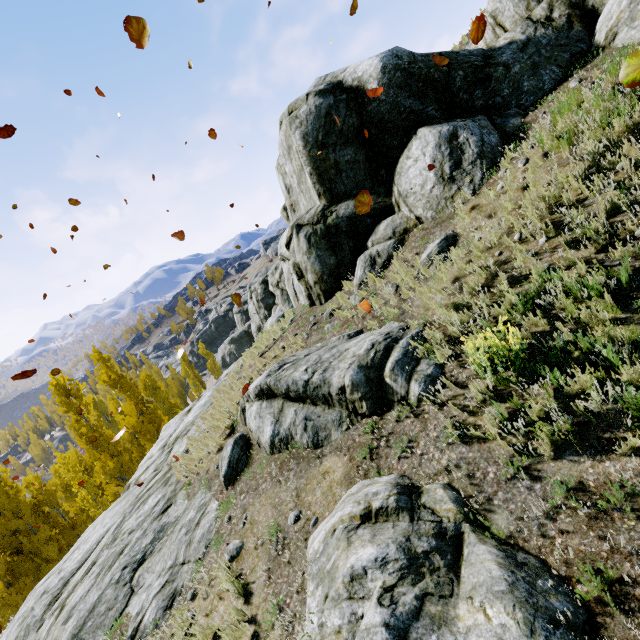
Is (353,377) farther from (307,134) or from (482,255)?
(307,134)

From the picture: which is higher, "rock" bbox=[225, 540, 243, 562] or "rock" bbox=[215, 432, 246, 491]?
"rock" bbox=[215, 432, 246, 491]

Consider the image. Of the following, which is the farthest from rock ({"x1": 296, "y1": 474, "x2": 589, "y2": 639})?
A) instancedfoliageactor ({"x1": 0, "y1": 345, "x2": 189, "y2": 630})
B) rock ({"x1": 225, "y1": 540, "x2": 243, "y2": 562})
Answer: rock ({"x1": 225, "y1": 540, "x2": 243, "y2": 562})

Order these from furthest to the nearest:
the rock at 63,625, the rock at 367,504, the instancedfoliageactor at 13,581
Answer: the instancedfoliageactor at 13,581, the rock at 63,625, the rock at 367,504

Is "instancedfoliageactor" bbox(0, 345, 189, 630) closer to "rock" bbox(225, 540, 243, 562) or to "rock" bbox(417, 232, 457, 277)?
"rock" bbox(417, 232, 457, 277)

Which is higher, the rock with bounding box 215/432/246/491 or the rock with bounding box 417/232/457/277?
the rock with bounding box 417/232/457/277

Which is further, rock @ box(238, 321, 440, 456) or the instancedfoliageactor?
the instancedfoliageactor

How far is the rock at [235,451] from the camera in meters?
7.1 m
